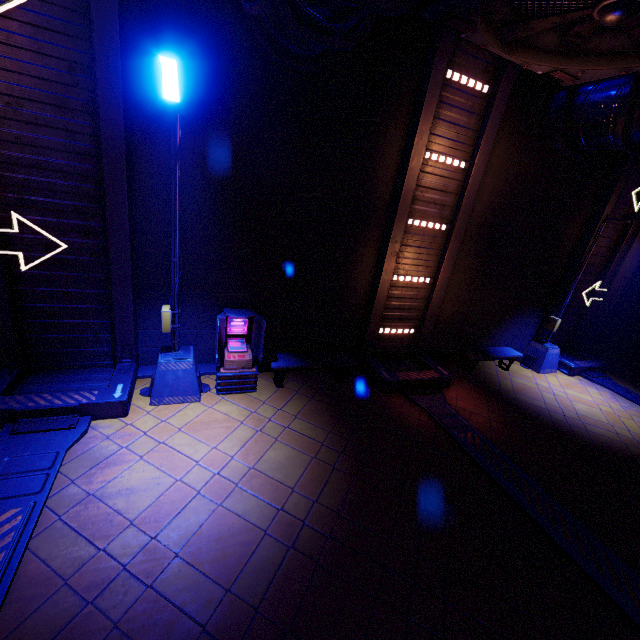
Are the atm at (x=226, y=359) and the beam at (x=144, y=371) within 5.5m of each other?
yes

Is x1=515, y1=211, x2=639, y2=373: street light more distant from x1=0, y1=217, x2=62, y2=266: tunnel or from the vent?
x1=0, y1=217, x2=62, y2=266: tunnel

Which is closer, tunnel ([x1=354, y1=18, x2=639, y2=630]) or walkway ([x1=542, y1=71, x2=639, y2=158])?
tunnel ([x1=354, y1=18, x2=639, y2=630])

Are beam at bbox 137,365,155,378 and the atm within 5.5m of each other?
yes

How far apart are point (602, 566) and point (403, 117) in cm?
984

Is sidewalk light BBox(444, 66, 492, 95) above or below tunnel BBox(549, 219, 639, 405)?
above

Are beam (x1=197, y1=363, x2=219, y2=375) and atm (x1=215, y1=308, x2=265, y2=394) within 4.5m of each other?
yes

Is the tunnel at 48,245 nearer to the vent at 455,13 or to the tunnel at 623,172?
the vent at 455,13
